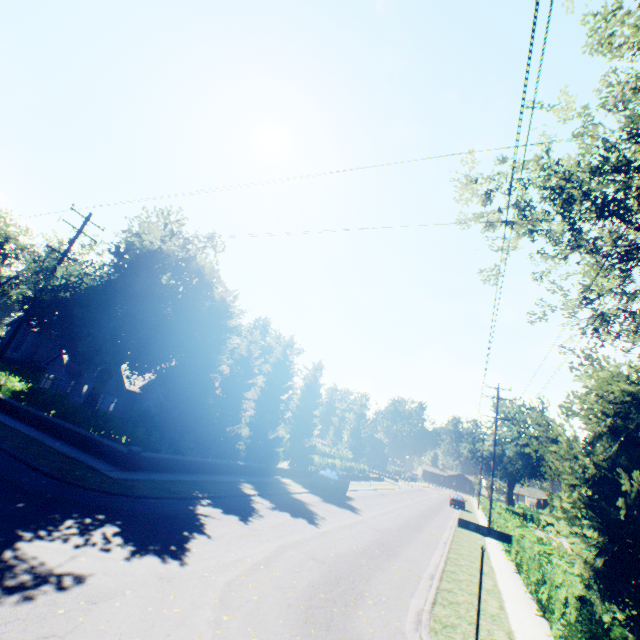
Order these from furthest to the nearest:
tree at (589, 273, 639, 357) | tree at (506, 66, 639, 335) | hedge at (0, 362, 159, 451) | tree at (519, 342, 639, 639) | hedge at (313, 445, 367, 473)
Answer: hedge at (313, 445, 367, 473) < hedge at (0, 362, 159, 451) < tree at (589, 273, 639, 357) < tree at (506, 66, 639, 335) < tree at (519, 342, 639, 639)

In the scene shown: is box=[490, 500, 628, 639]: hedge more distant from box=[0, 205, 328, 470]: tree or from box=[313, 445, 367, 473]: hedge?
box=[313, 445, 367, 473]: hedge

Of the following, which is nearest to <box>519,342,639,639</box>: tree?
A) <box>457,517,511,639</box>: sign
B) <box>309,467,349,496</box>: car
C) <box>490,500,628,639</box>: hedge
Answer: <box>457,517,511,639</box>: sign

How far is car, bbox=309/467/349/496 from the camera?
22.7 meters

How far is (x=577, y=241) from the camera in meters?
12.5 m

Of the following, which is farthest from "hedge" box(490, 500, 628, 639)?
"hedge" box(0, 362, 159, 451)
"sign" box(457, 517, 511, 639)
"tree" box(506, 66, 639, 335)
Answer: "hedge" box(0, 362, 159, 451)

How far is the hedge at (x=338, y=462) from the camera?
33.97m

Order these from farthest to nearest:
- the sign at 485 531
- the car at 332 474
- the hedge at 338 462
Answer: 1. the hedge at 338 462
2. the car at 332 474
3. the sign at 485 531
